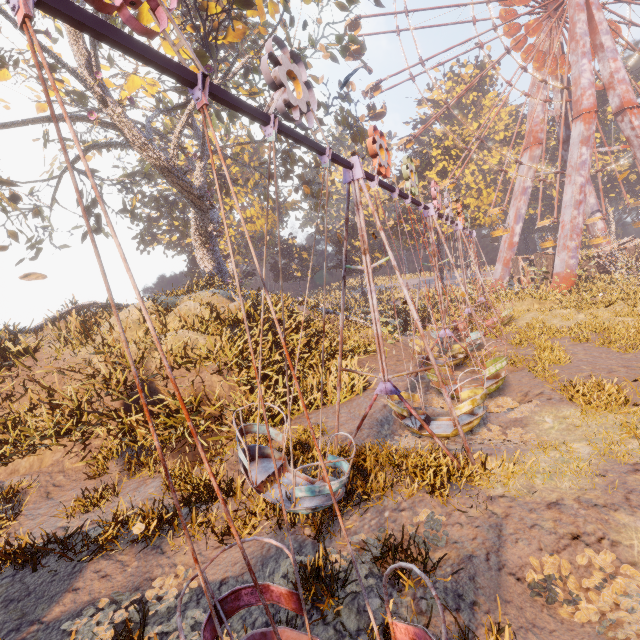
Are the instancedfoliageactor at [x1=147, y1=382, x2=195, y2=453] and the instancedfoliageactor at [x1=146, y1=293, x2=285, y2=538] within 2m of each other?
yes

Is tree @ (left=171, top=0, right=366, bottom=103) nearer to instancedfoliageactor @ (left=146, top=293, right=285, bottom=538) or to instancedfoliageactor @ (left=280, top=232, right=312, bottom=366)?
instancedfoliageactor @ (left=280, top=232, right=312, bottom=366)

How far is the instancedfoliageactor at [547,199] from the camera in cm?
5184

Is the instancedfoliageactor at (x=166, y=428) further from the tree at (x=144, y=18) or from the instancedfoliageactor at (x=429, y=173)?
the instancedfoliageactor at (x=429, y=173)

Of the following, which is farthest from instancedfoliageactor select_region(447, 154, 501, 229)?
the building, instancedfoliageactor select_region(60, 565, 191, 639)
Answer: instancedfoliageactor select_region(60, 565, 191, 639)

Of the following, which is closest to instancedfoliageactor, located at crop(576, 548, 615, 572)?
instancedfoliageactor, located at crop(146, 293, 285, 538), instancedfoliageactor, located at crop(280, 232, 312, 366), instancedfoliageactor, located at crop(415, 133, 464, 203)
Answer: instancedfoliageactor, located at crop(146, 293, 285, 538)

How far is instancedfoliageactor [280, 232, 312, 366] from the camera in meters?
13.3

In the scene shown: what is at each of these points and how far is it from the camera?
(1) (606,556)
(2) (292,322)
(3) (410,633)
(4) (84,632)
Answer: (1) instancedfoliageactor, 4.1m
(2) instancedfoliageactor, 13.3m
(3) swing, 2.7m
(4) instancedfoliageactor, 4.2m
